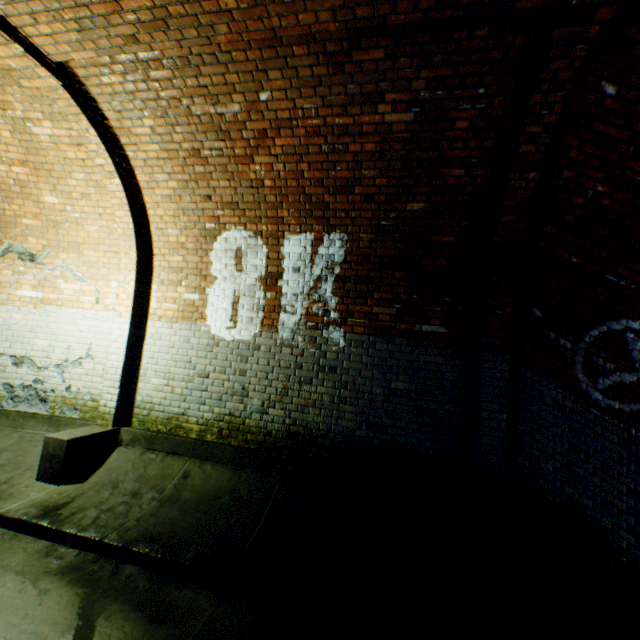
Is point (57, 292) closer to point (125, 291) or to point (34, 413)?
point (125, 291)

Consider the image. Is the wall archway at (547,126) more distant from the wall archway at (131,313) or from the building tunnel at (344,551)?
the wall archway at (131,313)

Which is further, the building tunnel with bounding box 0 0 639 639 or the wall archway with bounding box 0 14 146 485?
the wall archway with bounding box 0 14 146 485

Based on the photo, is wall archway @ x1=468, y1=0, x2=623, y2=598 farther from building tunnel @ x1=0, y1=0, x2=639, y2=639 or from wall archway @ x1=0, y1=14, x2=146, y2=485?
wall archway @ x1=0, y1=14, x2=146, y2=485

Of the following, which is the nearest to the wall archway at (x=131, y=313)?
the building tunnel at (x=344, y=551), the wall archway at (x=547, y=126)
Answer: the building tunnel at (x=344, y=551)

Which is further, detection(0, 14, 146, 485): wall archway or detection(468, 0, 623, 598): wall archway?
detection(0, 14, 146, 485): wall archway

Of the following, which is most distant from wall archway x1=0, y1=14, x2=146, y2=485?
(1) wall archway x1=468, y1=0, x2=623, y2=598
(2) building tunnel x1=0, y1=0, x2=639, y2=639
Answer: (1) wall archway x1=468, y1=0, x2=623, y2=598
